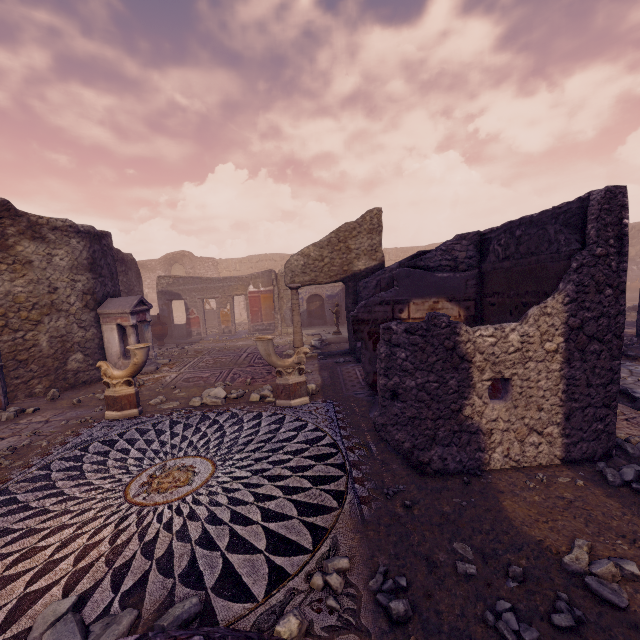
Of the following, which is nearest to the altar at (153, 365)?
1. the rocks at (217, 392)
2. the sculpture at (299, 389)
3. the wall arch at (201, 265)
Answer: the rocks at (217, 392)

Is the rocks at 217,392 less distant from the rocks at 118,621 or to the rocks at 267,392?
the rocks at 267,392

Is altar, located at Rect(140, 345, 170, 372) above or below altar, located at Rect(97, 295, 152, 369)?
below

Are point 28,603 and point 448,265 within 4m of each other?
no

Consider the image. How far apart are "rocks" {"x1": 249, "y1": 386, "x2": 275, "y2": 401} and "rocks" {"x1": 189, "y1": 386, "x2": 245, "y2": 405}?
0.3m

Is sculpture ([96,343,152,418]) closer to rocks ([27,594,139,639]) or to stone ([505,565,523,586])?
rocks ([27,594,139,639])

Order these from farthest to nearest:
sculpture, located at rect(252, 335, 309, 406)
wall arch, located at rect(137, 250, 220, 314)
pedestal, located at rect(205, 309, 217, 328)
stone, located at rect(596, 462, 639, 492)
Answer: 1. wall arch, located at rect(137, 250, 220, 314)
2. pedestal, located at rect(205, 309, 217, 328)
3. sculpture, located at rect(252, 335, 309, 406)
4. stone, located at rect(596, 462, 639, 492)

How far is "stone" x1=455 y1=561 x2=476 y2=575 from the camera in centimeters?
226cm
